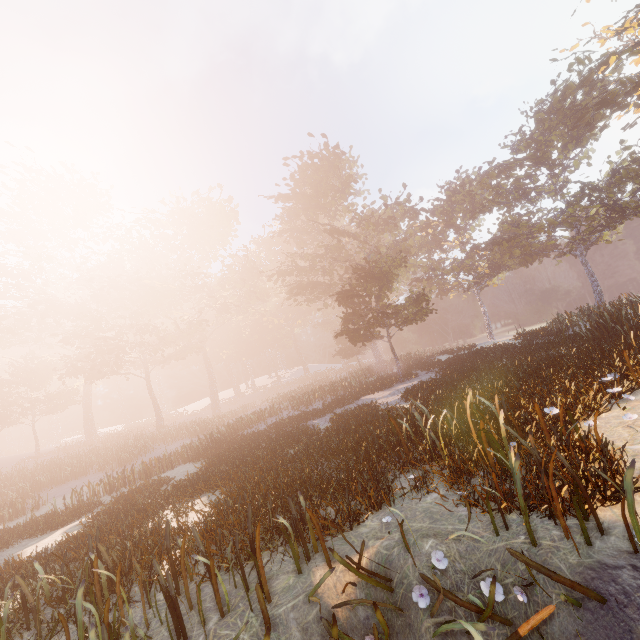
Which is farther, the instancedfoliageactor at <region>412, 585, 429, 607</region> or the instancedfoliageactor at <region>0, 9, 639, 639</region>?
the instancedfoliageactor at <region>0, 9, 639, 639</region>

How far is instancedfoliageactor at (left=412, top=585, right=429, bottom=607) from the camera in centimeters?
354cm

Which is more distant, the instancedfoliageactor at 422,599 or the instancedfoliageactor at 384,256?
the instancedfoliageactor at 384,256

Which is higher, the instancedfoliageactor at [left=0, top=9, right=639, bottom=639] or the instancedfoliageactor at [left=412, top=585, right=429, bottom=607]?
the instancedfoliageactor at [left=0, top=9, right=639, bottom=639]

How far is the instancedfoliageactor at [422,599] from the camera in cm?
354

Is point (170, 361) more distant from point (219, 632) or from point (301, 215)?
point (219, 632)
